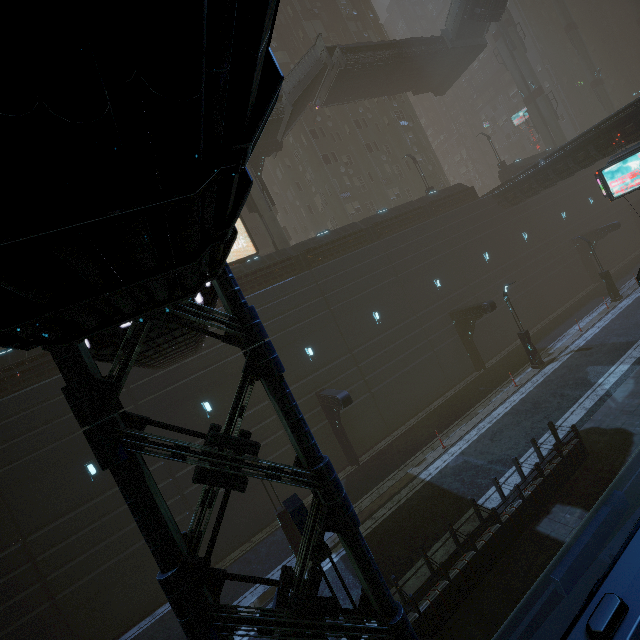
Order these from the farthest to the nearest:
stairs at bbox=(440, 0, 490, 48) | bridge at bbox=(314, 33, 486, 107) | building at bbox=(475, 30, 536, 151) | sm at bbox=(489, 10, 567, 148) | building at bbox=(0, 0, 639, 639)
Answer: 1. building at bbox=(475, 30, 536, 151)
2. sm at bbox=(489, 10, 567, 148)
3. stairs at bbox=(440, 0, 490, 48)
4. bridge at bbox=(314, 33, 486, 107)
5. building at bbox=(0, 0, 639, 639)

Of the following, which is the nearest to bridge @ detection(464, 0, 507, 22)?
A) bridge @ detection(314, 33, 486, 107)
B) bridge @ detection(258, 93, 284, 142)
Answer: bridge @ detection(314, 33, 486, 107)

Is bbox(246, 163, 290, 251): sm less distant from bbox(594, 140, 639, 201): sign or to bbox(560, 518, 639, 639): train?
bbox(594, 140, 639, 201): sign

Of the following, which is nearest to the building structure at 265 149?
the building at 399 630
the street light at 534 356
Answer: the building at 399 630

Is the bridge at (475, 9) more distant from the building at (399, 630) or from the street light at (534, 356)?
the street light at (534, 356)

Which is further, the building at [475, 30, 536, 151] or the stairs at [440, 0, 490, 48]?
the building at [475, 30, 536, 151]

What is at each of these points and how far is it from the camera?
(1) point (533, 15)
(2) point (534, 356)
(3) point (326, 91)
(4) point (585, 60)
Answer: (1) building, 55.6m
(2) street light, 19.9m
(3) bridge, 28.0m
(4) sm, 46.8m

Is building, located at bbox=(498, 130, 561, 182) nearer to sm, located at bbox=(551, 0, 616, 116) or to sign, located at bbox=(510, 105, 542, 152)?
sm, located at bbox=(551, 0, 616, 116)
